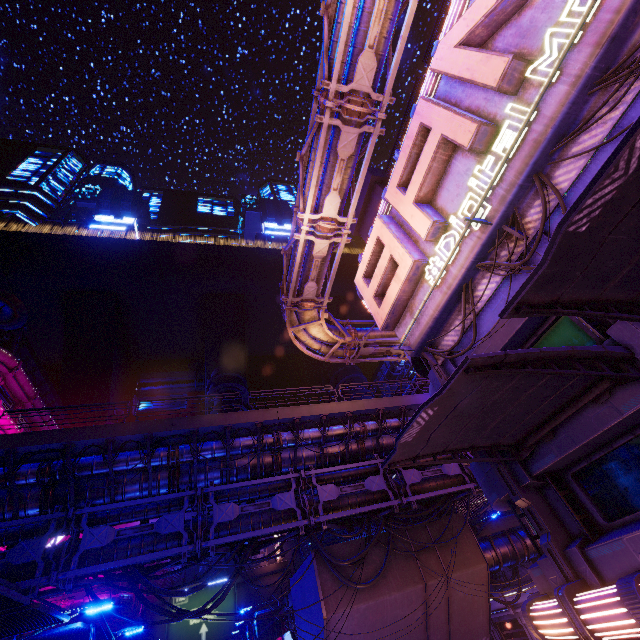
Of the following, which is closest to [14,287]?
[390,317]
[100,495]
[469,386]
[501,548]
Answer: [100,495]

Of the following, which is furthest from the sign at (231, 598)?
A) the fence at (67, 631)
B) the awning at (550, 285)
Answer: the awning at (550, 285)

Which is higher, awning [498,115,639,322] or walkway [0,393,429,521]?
walkway [0,393,429,521]

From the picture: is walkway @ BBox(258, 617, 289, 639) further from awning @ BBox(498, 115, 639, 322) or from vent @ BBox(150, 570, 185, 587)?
awning @ BBox(498, 115, 639, 322)

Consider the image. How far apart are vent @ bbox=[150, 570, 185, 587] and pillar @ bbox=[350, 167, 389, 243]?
46.8m

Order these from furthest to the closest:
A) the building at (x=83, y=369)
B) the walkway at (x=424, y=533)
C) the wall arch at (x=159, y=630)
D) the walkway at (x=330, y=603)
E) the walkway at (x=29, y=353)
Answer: the building at (x=83, y=369), the walkway at (x=29, y=353), the wall arch at (x=159, y=630), the walkway at (x=424, y=533), the walkway at (x=330, y=603)

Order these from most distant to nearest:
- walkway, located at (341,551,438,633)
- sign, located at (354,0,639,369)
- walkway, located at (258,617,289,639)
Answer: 1. walkway, located at (258,617,289,639)
2. walkway, located at (341,551,438,633)
3. sign, located at (354,0,639,369)

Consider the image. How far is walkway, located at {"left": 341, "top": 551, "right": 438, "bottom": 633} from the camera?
15.9 meters
